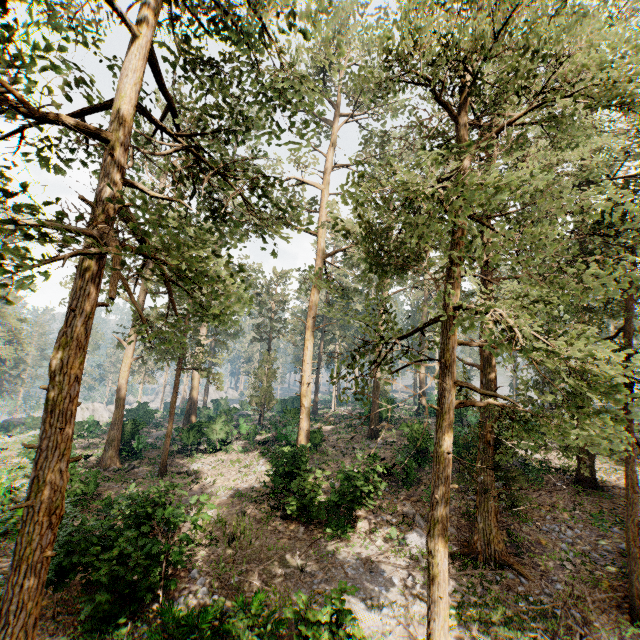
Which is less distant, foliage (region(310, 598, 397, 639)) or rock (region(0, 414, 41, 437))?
foliage (region(310, 598, 397, 639))

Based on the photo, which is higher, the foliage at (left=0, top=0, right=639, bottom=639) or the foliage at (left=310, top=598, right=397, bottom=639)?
the foliage at (left=0, top=0, right=639, bottom=639)

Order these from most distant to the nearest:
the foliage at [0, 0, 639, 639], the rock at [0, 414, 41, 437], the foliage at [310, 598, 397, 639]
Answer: the rock at [0, 414, 41, 437]
the foliage at [310, 598, 397, 639]
the foliage at [0, 0, 639, 639]

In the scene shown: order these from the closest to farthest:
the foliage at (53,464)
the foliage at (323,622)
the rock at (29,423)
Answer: the foliage at (53,464)
the foliage at (323,622)
the rock at (29,423)

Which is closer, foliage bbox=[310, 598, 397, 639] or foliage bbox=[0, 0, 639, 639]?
foliage bbox=[0, 0, 639, 639]

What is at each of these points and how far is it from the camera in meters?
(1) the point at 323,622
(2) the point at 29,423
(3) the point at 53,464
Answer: (1) foliage, 8.0
(2) rock, 47.1
(3) foliage, 7.3

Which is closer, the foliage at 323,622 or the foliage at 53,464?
the foliage at 53,464
